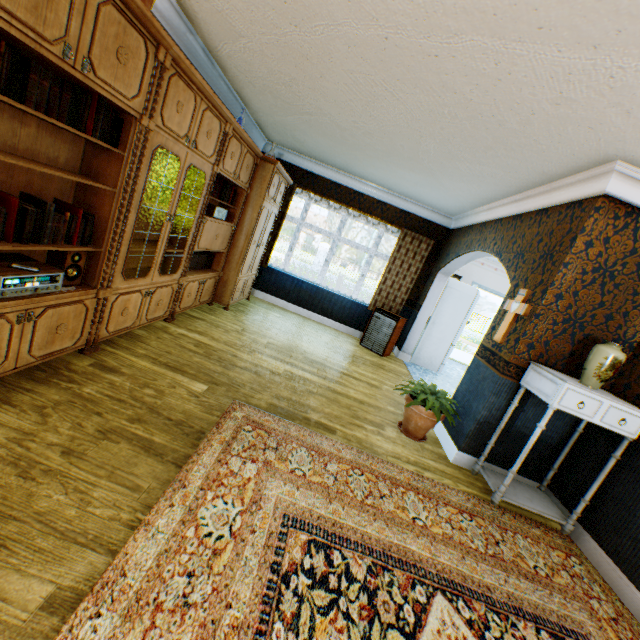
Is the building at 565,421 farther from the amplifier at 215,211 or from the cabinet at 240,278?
the amplifier at 215,211

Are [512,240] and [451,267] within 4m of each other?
yes

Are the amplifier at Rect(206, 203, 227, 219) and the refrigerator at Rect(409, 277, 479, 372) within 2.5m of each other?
no

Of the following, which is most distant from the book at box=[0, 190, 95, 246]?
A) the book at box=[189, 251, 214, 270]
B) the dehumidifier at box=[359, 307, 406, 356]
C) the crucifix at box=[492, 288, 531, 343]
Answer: the dehumidifier at box=[359, 307, 406, 356]

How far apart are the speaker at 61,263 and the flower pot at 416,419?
3.4m

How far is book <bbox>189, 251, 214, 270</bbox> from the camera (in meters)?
4.61

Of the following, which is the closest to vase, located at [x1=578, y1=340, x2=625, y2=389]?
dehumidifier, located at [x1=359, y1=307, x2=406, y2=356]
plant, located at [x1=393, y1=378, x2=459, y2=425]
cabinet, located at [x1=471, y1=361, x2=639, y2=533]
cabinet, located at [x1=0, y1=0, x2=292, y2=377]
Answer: cabinet, located at [x1=471, y1=361, x2=639, y2=533]

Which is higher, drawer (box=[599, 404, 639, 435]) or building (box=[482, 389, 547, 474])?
drawer (box=[599, 404, 639, 435])
